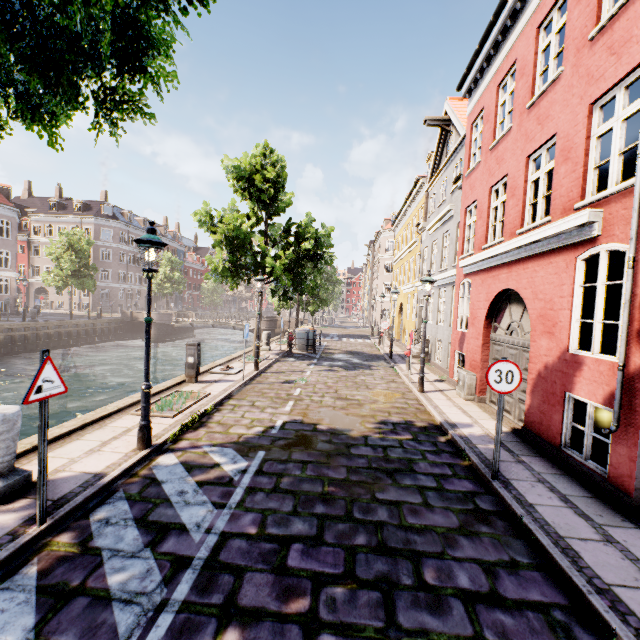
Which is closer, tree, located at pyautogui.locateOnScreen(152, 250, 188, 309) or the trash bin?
the trash bin

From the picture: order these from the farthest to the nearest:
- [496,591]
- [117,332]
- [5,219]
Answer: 1. [117,332]
2. [5,219]
3. [496,591]

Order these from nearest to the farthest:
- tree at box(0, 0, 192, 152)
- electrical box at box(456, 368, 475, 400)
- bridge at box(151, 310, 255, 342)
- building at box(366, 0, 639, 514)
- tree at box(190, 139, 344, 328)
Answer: tree at box(0, 0, 192, 152) → building at box(366, 0, 639, 514) → electrical box at box(456, 368, 475, 400) → tree at box(190, 139, 344, 328) → bridge at box(151, 310, 255, 342)

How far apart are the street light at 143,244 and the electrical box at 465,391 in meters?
8.5 m

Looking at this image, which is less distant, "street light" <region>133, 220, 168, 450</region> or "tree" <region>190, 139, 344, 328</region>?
"street light" <region>133, 220, 168, 450</region>

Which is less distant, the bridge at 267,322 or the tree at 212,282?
the tree at 212,282

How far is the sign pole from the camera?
3.5m

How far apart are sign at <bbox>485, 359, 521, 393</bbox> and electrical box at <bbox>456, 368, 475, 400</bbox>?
5.01m
